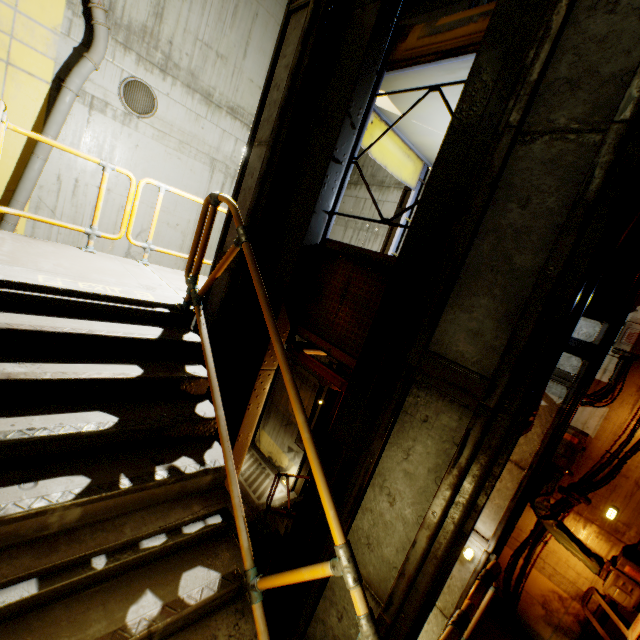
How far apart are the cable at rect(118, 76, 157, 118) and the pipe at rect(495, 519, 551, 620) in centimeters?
→ 1277cm

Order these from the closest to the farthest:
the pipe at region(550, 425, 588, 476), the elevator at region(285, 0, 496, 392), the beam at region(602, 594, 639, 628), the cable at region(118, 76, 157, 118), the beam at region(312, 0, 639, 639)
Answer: the beam at region(312, 0, 639, 639), the elevator at region(285, 0, 496, 392), the beam at region(602, 594, 639, 628), the pipe at region(550, 425, 588, 476), the cable at region(118, 76, 157, 118)

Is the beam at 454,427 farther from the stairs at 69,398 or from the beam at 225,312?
the beam at 225,312

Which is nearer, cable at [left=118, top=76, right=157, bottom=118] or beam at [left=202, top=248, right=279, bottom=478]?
beam at [left=202, top=248, right=279, bottom=478]

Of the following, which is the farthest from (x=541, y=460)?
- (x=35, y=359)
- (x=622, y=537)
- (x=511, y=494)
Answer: (x=35, y=359)

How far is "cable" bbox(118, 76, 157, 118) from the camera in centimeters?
741cm

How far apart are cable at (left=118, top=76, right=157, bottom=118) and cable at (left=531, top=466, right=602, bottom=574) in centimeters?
1211cm

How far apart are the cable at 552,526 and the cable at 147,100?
12.11m
